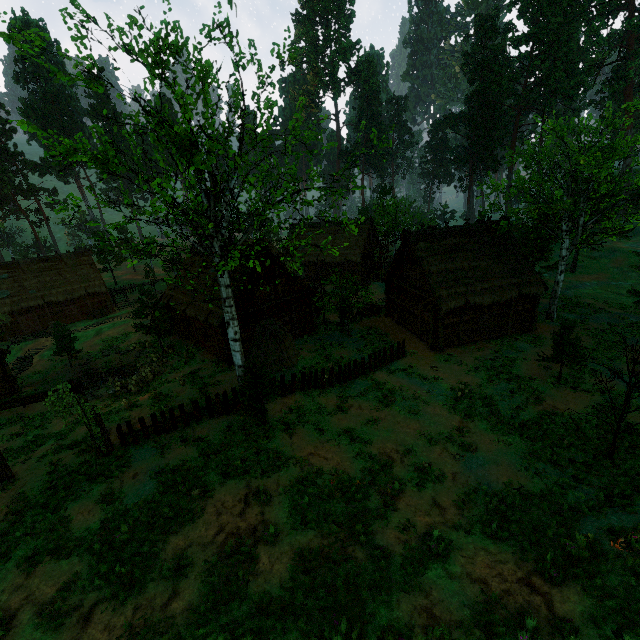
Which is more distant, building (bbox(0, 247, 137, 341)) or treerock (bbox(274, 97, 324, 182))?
building (bbox(0, 247, 137, 341))

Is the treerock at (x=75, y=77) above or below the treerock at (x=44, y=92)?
below

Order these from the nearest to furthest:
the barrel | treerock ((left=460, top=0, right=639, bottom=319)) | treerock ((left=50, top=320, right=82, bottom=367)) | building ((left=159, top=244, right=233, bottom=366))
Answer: treerock ((left=460, top=0, right=639, bottom=319)) < building ((left=159, top=244, right=233, bottom=366)) < treerock ((left=50, top=320, right=82, bottom=367)) < the barrel

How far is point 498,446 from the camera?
13.5m

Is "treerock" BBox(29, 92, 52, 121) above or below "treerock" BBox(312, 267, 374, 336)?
above

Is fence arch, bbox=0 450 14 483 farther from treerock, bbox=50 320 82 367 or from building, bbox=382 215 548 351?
building, bbox=382 215 548 351

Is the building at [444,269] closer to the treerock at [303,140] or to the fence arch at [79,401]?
the treerock at [303,140]

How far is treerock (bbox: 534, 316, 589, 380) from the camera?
16.5 meters
